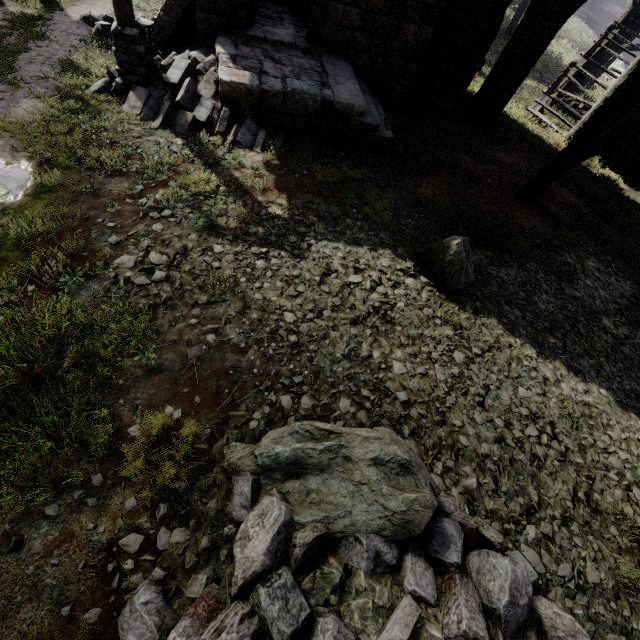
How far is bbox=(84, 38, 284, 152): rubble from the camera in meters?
7.0

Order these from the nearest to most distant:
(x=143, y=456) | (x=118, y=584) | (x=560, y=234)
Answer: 1. (x=118, y=584)
2. (x=143, y=456)
3. (x=560, y=234)

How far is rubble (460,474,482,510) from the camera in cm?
405

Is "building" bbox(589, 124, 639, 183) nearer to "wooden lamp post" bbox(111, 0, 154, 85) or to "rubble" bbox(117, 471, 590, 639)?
"rubble" bbox(117, 471, 590, 639)

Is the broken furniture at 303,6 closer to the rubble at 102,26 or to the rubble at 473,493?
the rubble at 102,26

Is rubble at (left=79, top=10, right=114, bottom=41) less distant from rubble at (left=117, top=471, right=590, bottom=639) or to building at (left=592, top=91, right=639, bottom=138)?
building at (left=592, top=91, right=639, bottom=138)

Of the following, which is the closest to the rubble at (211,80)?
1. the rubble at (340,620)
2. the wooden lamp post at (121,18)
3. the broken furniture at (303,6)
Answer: the wooden lamp post at (121,18)

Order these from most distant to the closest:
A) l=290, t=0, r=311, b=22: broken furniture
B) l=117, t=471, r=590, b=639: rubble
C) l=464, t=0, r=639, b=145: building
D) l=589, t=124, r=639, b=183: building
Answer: l=589, t=124, r=639, b=183: building, l=464, t=0, r=639, b=145: building, l=290, t=0, r=311, b=22: broken furniture, l=117, t=471, r=590, b=639: rubble
